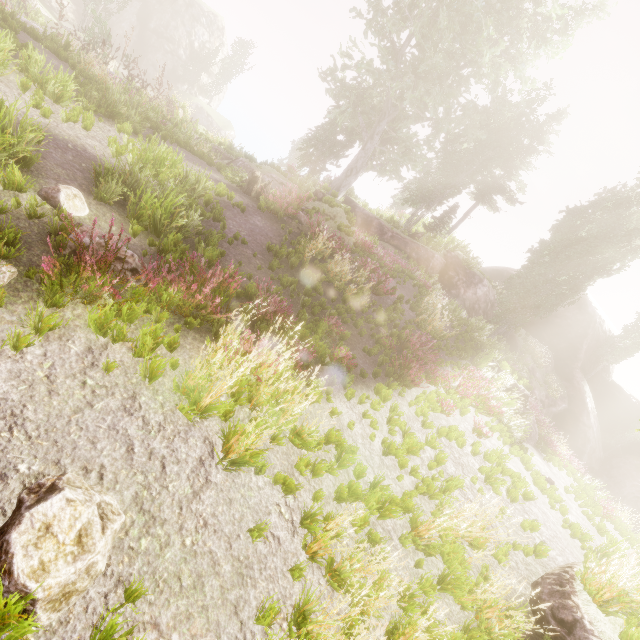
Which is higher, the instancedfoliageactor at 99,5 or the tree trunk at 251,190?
the instancedfoliageactor at 99,5

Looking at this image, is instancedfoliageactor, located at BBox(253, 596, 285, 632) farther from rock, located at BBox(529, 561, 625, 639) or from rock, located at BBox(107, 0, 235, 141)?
rock, located at BBox(529, 561, 625, 639)

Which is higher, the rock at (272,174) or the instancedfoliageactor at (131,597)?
the rock at (272,174)

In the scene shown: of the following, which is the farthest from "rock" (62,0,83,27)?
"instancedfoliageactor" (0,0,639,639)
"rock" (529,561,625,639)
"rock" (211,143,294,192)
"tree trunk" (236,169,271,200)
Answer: "rock" (529,561,625,639)

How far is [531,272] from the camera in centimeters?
2162cm

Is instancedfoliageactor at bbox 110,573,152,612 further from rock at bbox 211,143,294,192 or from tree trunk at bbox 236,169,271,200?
tree trunk at bbox 236,169,271,200

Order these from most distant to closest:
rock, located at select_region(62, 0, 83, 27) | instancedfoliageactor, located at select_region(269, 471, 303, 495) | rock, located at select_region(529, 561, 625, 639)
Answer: rock, located at select_region(62, 0, 83, 27) → rock, located at select_region(529, 561, 625, 639) → instancedfoliageactor, located at select_region(269, 471, 303, 495)

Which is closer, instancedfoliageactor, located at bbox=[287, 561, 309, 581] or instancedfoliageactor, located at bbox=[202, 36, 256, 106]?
instancedfoliageactor, located at bbox=[287, 561, 309, 581]
